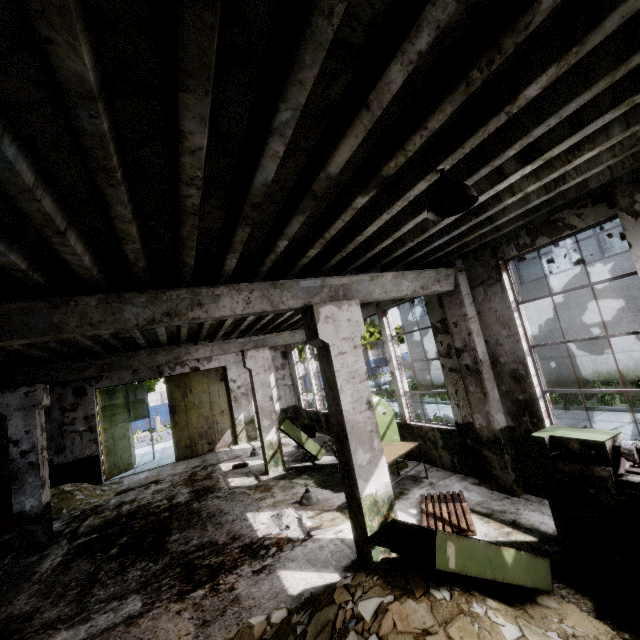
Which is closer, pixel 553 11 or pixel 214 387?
pixel 553 11

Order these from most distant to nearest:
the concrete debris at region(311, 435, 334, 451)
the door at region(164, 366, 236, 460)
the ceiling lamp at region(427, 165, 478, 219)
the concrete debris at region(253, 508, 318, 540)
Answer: the door at region(164, 366, 236, 460) → the concrete debris at region(311, 435, 334, 451) → the concrete debris at region(253, 508, 318, 540) → the ceiling lamp at region(427, 165, 478, 219)

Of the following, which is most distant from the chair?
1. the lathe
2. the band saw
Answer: the lathe

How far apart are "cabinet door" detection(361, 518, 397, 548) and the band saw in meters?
3.0 m

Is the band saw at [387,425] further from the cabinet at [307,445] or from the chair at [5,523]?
the chair at [5,523]

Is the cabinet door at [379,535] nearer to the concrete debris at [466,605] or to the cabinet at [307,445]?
the concrete debris at [466,605]

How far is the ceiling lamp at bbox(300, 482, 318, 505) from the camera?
7.2 meters

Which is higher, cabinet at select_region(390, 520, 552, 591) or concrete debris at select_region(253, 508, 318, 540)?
cabinet at select_region(390, 520, 552, 591)
